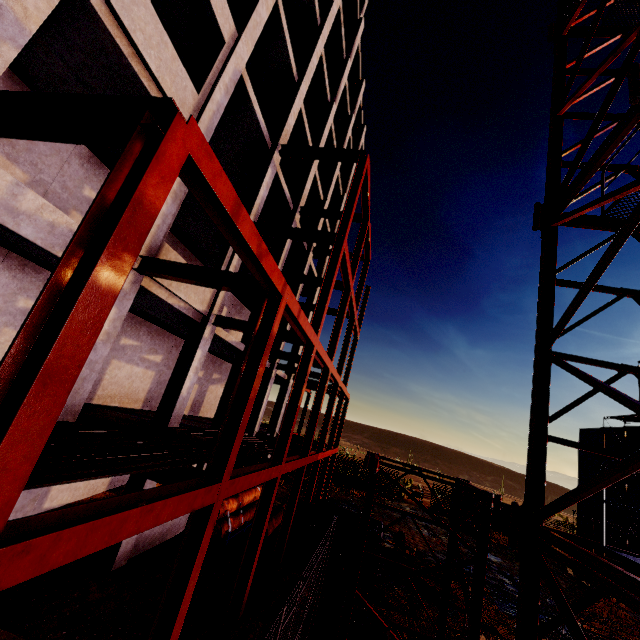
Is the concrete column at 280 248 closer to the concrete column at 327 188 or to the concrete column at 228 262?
the concrete column at 228 262

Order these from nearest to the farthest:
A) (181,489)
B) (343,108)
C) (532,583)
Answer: (532,583) < (181,489) < (343,108)

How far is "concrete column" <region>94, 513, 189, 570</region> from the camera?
9.12m

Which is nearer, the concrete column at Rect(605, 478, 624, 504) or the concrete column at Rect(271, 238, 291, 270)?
the concrete column at Rect(271, 238, 291, 270)

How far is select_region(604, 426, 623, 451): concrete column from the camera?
27.36m

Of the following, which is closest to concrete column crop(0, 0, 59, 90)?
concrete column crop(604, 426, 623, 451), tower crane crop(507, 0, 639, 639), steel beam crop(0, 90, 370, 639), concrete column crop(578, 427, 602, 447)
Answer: steel beam crop(0, 90, 370, 639)

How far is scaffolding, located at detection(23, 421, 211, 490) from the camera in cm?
379

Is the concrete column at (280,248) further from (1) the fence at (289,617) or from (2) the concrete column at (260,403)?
(1) the fence at (289,617)
